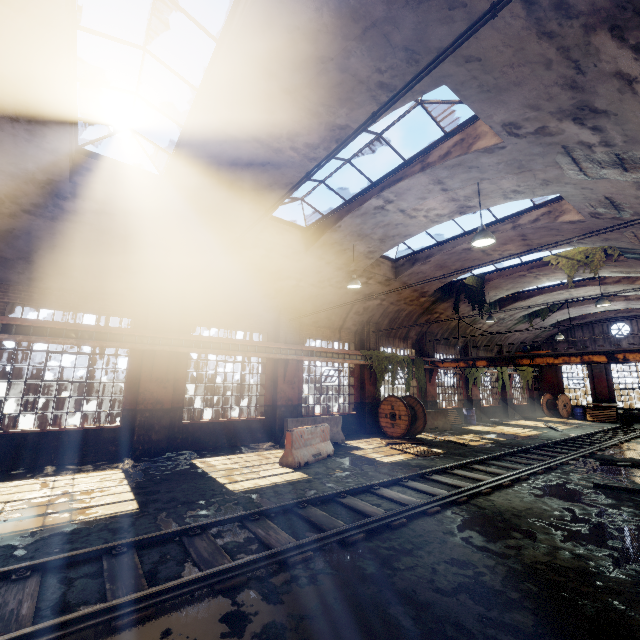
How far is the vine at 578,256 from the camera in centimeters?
1262cm

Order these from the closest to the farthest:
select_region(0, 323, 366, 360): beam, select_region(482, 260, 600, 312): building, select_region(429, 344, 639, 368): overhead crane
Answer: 1. select_region(0, 323, 366, 360): beam
2. select_region(429, 344, 639, 368): overhead crane
3. select_region(482, 260, 600, 312): building

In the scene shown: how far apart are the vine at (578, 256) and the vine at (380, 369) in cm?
777

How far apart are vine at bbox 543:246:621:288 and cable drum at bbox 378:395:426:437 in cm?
787

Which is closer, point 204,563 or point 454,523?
point 204,563

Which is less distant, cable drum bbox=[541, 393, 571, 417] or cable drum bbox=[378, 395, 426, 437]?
cable drum bbox=[378, 395, 426, 437]

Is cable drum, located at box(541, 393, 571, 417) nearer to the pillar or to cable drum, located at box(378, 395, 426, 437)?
the pillar

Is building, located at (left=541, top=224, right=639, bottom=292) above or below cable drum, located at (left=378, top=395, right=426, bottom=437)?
above
